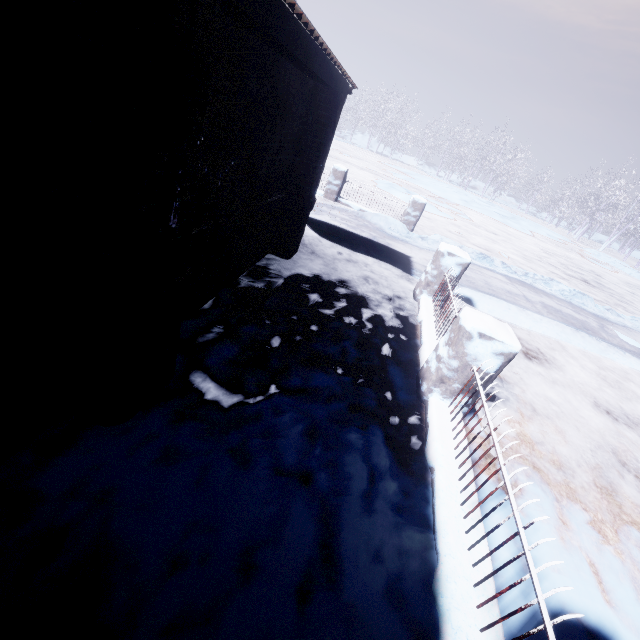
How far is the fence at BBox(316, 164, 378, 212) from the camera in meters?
8.9

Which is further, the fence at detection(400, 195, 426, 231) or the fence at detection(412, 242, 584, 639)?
the fence at detection(400, 195, 426, 231)

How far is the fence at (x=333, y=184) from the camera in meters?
8.9 m

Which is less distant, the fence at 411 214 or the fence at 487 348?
the fence at 487 348

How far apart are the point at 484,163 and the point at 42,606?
50.3m
